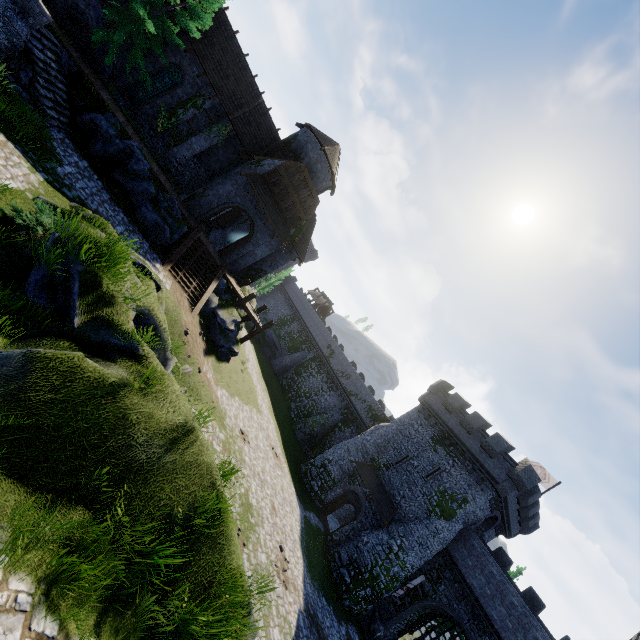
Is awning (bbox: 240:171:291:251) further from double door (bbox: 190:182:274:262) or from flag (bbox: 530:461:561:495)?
flag (bbox: 530:461:561:495)

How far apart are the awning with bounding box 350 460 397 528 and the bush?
26.1 meters

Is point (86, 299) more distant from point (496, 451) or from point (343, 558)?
point (496, 451)

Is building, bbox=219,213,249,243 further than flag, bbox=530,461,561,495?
Yes

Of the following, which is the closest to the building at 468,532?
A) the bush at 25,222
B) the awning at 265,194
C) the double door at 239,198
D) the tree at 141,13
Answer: the awning at 265,194

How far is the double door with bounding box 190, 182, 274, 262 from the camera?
22.91m

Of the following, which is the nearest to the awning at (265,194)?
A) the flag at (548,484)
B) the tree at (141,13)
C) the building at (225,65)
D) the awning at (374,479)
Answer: the building at (225,65)

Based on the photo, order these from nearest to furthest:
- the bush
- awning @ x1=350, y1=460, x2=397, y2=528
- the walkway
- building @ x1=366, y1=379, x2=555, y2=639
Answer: the bush < building @ x1=366, y1=379, x2=555, y2=639 < the walkway < awning @ x1=350, y1=460, x2=397, y2=528
